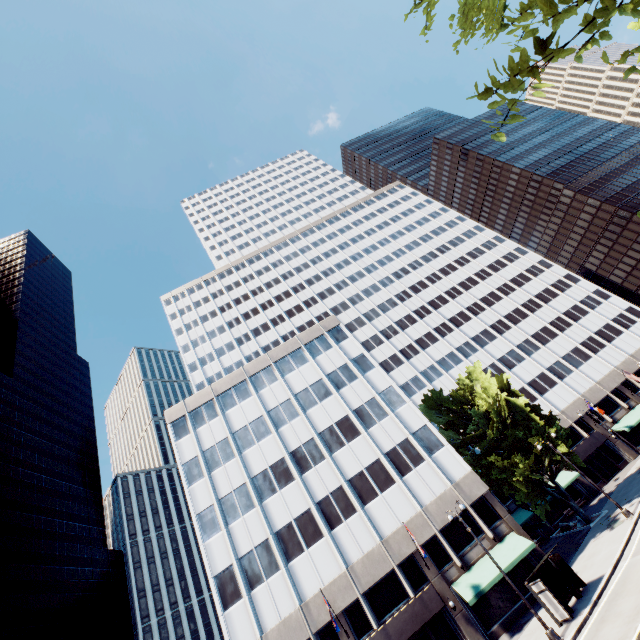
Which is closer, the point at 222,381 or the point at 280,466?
Answer: the point at 280,466

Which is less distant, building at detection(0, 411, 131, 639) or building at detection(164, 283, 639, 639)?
building at detection(164, 283, 639, 639)

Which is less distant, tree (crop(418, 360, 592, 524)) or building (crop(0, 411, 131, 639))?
tree (crop(418, 360, 592, 524))

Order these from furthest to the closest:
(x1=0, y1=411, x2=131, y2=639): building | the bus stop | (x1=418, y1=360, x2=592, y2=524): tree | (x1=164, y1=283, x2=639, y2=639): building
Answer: (x1=0, y1=411, x2=131, y2=639): building
(x1=418, y1=360, x2=592, y2=524): tree
(x1=164, y1=283, x2=639, y2=639): building
the bus stop

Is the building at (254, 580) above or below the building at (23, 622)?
below

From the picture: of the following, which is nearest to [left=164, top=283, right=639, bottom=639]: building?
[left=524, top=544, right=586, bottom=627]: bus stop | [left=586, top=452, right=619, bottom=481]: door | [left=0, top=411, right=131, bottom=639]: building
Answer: [left=586, top=452, right=619, bottom=481]: door

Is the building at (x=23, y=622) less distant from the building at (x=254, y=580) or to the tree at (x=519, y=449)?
the building at (x=254, y=580)

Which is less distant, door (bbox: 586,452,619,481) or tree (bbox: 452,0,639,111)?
tree (bbox: 452,0,639,111)
